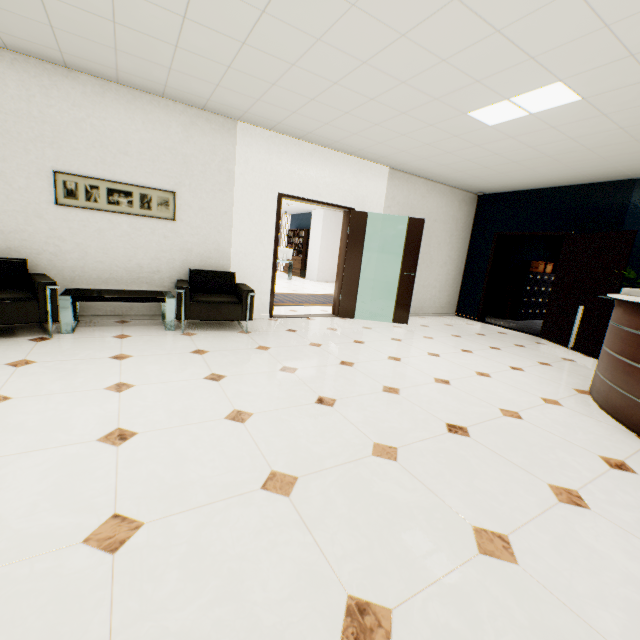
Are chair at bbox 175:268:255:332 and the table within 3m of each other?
yes

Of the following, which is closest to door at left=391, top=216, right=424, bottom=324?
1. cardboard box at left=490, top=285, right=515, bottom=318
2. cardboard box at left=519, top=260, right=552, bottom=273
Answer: cardboard box at left=490, top=285, right=515, bottom=318

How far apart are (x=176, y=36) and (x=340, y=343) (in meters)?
3.71

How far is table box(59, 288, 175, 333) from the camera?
3.7 meters

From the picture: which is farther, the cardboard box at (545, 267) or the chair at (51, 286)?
the cardboard box at (545, 267)

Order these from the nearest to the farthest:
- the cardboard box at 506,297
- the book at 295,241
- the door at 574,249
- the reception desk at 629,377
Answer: the reception desk at 629,377
the door at 574,249
the cardboard box at 506,297
the book at 295,241

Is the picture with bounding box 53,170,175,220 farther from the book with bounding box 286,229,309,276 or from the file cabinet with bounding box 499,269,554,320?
the book with bounding box 286,229,309,276

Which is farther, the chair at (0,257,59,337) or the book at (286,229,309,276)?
the book at (286,229,309,276)
